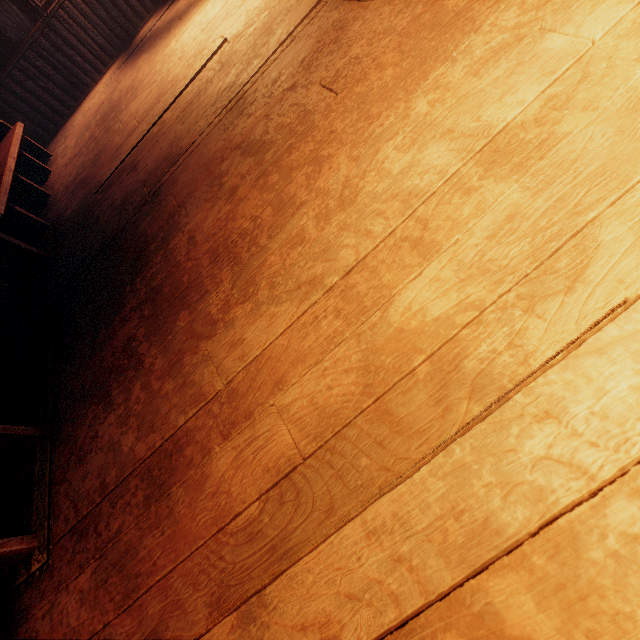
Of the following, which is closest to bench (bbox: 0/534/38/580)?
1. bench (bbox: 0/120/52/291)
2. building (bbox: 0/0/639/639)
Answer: building (bbox: 0/0/639/639)

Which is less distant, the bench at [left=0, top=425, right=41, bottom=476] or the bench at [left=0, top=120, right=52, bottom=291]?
the bench at [left=0, top=425, right=41, bottom=476]

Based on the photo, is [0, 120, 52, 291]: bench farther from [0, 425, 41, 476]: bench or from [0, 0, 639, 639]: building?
[0, 425, 41, 476]: bench

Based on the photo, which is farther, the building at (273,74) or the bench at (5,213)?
the bench at (5,213)

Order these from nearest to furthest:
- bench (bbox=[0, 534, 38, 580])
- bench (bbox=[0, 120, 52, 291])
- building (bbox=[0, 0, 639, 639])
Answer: building (bbox=[0, 0, 639, 639])
bench (bbox=[0, 534, 38, 580])
bench (bbox=[0, 120, 52, 291])

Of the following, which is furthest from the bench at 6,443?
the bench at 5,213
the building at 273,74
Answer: the bench at 5,213

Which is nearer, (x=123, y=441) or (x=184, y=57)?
(x=123, y=441)
